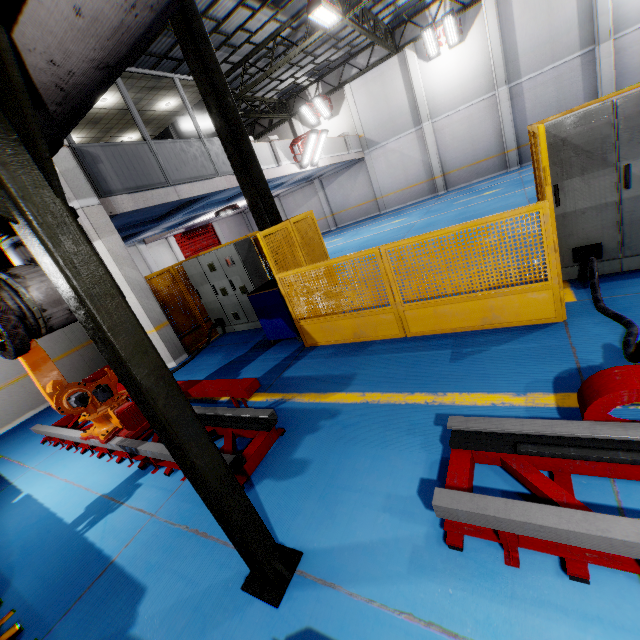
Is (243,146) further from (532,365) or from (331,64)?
(331,64)

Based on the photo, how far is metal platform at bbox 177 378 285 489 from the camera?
3.43m

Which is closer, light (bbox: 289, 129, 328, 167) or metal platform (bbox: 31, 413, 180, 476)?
metal platform (bbox: 31, 413, 180, 476)

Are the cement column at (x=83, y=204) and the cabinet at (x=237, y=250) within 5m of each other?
yes

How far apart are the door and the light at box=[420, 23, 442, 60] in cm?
1738

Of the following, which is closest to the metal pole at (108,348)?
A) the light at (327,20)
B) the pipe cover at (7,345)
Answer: the pipe cover at (7,345)

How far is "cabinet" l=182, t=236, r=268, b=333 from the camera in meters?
7.7

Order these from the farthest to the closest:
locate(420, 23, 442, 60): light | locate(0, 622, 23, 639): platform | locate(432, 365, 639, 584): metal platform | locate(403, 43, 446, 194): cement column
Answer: locate(403, 43, 446, 194): cement column → locate(420, 23, 442, 60): light → locate(0, 622, 23, 639): platform → locate(432, 365, 639, 584): metal platform
